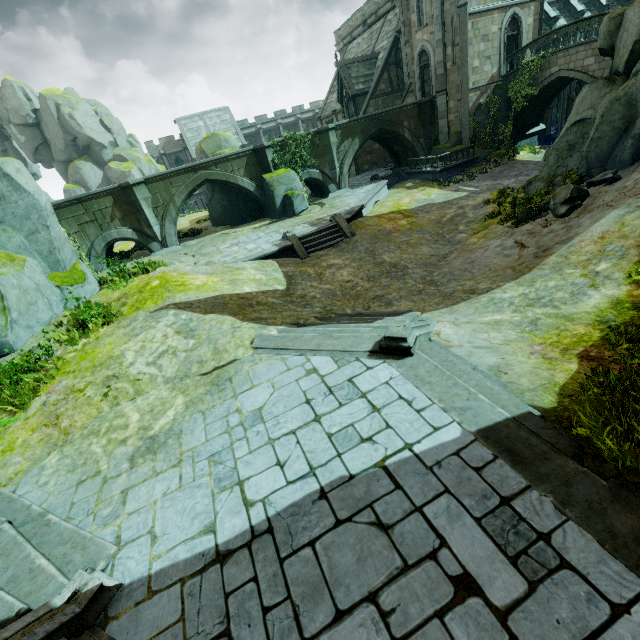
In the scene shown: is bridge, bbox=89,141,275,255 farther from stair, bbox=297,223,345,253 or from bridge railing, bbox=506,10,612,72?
stair, bbox=297,223,345,253

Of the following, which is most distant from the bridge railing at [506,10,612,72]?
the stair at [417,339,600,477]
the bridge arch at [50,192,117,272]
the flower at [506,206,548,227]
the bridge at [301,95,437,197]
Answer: the bridge arch at [50,192,117,272]

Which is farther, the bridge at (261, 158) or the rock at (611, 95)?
the bridge at (261, 158)

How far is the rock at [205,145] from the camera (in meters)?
24.49

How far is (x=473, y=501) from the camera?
3.94m

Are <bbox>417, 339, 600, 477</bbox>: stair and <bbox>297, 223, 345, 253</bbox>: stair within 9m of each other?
no

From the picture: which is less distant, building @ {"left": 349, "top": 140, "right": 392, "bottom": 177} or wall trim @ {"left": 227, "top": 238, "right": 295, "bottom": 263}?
wall trim @ {"left": 227, "top": 238, "right": 295, "bottom": 263}

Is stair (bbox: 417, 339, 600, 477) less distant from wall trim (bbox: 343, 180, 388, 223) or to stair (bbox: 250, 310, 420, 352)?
stair (bbox: 250, 310, 420, 352)
